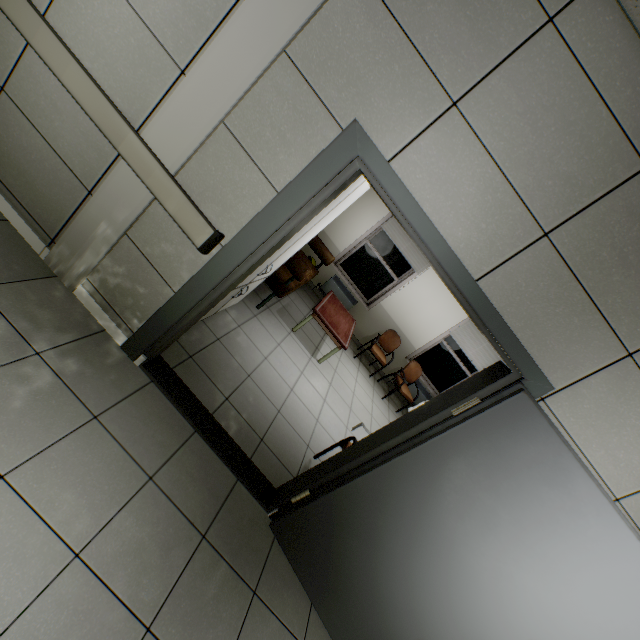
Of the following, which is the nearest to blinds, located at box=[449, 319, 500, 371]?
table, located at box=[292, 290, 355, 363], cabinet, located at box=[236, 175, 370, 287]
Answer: table, located at box=[292, 290, 355, 363]

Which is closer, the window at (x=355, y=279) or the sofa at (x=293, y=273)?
the sofa at (x=293, y=273)

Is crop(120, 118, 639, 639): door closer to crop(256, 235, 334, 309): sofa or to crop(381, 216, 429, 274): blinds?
crop(256, 235, 334, 309): sofa

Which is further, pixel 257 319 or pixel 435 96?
pixel 257 319

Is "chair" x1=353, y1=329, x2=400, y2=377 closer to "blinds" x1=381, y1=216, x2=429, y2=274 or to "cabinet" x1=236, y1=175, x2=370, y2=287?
"blinds" x1=381, y1=216, x2=429, y2=274

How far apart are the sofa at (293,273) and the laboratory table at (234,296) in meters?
0.5 m

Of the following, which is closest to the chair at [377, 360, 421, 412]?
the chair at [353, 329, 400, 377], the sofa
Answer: the chair at [353, 329, 400, 377]

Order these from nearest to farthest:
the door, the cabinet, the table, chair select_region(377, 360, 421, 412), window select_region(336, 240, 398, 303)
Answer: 1. the door
2. the cabinet
3. the table
4. chair select_region(377, 360, 421, 412)
5. window select_region(336, 240, 398, 303)
